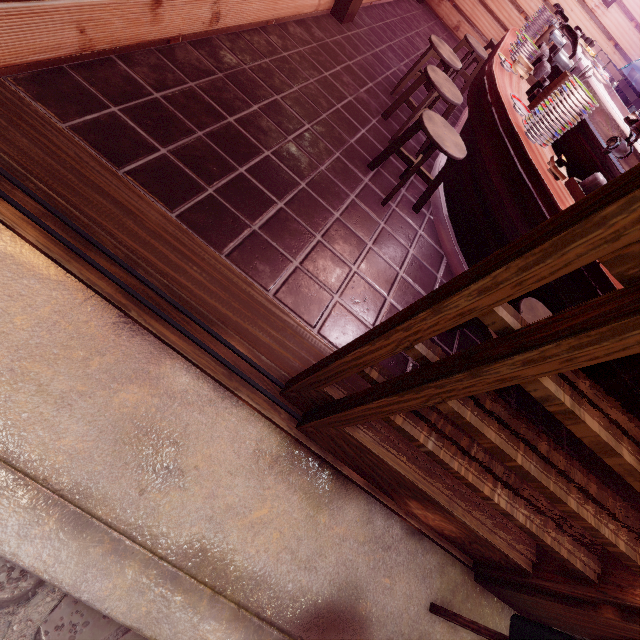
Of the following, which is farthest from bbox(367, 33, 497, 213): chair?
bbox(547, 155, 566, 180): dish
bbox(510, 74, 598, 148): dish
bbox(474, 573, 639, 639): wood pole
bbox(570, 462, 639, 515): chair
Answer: bbox(474, 573, 639, 639): wood pole

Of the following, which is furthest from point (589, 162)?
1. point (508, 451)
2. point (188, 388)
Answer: point (188, 388)

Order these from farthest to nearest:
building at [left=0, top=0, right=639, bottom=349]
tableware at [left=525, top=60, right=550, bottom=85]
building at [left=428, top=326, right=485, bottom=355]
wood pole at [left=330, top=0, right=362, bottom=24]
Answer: wood pole at [left=330, top=0, right=362, bottom=24]
tableware at [left=525, top=60, right=550, bottom=85]
building at [left=428, top=326, right=485, bottom=355]
building at [left=0, top=0, right=639, bottom=349]

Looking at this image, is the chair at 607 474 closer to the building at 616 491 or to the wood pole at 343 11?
the building at 616 491

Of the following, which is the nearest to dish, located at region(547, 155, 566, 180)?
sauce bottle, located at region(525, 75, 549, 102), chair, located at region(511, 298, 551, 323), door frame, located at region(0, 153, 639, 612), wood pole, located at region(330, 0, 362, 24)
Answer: chair, located at region(511, 298, 551, 323)

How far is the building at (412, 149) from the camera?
6.5m

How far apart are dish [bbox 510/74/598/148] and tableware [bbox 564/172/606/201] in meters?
0.5 m

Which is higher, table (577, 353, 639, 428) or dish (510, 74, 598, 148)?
dish (510, 74, 598, 148)
